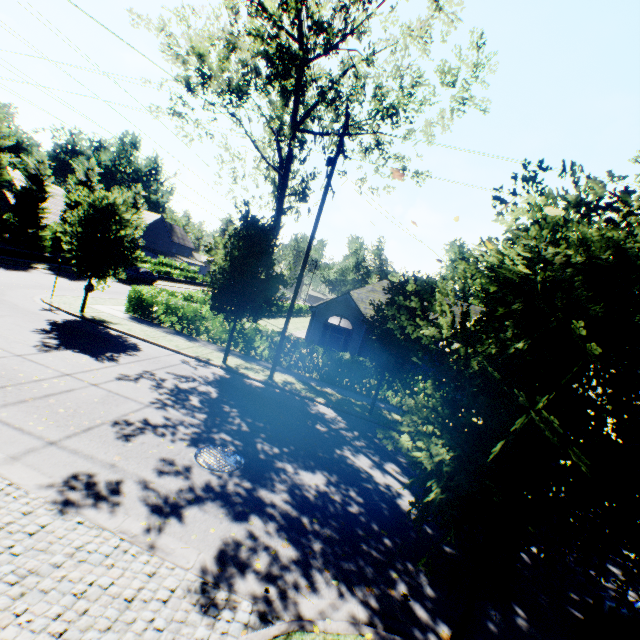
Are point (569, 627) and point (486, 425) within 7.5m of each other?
yes

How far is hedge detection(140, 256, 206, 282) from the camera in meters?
44.9 m

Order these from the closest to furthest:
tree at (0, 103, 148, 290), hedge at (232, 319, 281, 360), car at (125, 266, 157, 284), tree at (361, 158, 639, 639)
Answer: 1. tree at (361, 158, 639, 639)
2. tree at (0, 103, 148, 290)
3. hedge at (232, 319, 281, 360)
4. car at (125, 266, 157, 284)

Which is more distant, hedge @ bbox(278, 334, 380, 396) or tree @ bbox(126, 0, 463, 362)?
hedge @ bbox(278, 334, 380, 396)

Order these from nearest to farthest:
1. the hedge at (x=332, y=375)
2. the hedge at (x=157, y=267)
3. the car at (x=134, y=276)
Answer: the hedge at (x=332, y=375) → the car at (x=134, y=276) → the hedge at (x=157, y=267)

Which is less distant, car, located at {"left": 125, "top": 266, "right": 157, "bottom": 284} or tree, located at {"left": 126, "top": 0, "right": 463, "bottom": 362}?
tree, located at {"left": 126, "top": 0, "right": 463, "bottom": 362}

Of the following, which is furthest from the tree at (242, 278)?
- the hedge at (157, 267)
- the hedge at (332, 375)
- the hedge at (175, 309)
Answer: the hedge at (332, 375)

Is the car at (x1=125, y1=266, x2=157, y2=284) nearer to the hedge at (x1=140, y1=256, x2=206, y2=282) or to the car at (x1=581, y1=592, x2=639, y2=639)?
the hedge at (x1=140, y1=256, x2=206, y2=282)
